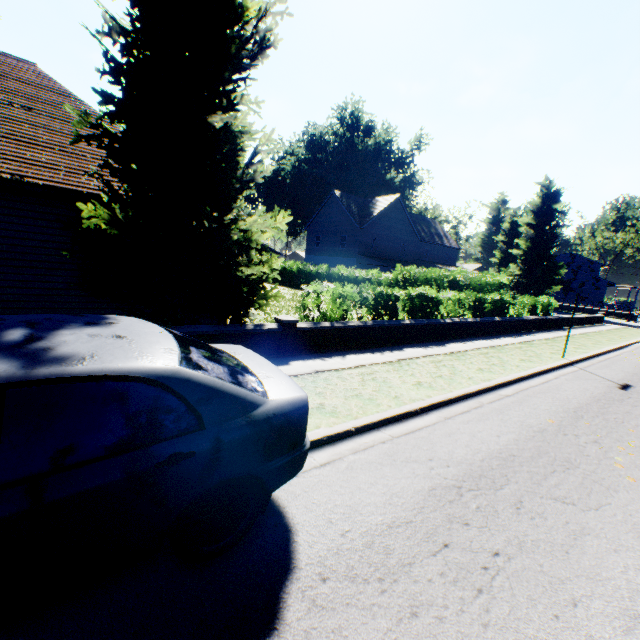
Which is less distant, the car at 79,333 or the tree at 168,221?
the car at 79,333

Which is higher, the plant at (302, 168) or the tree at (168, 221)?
the plant at (302, 168)

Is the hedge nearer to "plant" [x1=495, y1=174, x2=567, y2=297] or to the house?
"plant" [x1=495, y1=174, x2=567, y2=297]

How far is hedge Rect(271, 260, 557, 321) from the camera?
9.7m

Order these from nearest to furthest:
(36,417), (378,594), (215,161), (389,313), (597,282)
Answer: (36,417) → (378,594) → (215,161) → (389,313) → (597,282)

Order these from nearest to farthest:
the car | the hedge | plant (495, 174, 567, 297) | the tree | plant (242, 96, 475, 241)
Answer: the car, the tree, the hedge, plant (495, 174, 567, 297), plant (242, 96, 475, 241)

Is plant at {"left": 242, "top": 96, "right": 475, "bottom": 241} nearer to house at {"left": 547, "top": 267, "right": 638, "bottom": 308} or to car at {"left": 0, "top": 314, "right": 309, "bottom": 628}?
house at {"left": 547, "top": 267, "right": 638, "bottom": 308}

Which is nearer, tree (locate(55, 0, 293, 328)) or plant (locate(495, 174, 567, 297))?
tree (locate(55, 0, 293, 328))
